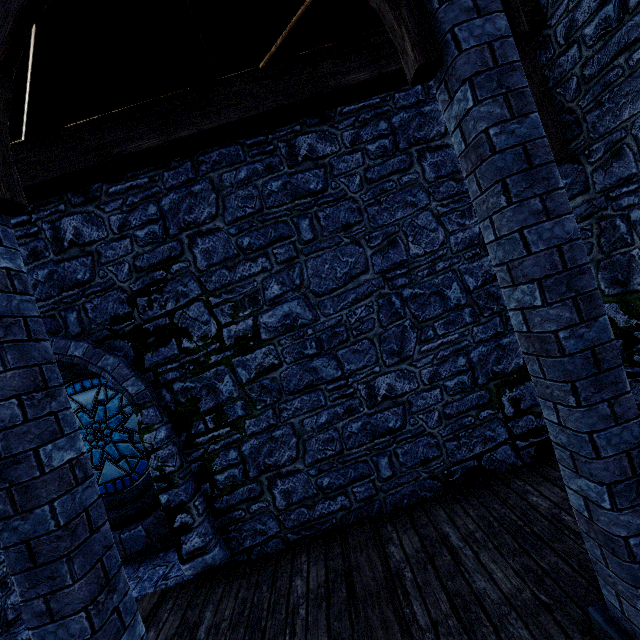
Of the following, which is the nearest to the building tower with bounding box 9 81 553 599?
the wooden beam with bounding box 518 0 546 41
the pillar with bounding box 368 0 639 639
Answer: the wooden beam with bounding box 518 0 546 41

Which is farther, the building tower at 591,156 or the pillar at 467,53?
the building tower at 591,156

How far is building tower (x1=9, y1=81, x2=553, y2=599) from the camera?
4.5m

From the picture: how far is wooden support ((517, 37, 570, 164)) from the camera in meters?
4.0

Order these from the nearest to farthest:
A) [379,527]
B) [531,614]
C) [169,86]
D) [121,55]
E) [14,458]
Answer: [14,458], [531,614], [121,55], [169,86], [379,527]

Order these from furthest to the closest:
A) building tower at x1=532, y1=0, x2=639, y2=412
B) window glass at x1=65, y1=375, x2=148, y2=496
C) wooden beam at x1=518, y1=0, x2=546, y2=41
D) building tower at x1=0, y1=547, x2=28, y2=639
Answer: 1. window glass at x1=65, y1=375, x2=148, y2=496
2. building tower at x1=0, y1=547, x2=28, y2=639
3. wooden beam at x1=518, y1=0, x2=546, y2=41
4. building tower at x1=532, y1=0, x2=639, y2=412

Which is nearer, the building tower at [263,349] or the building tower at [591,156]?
the building tower at [591,156]

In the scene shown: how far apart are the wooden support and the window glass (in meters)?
6.61
